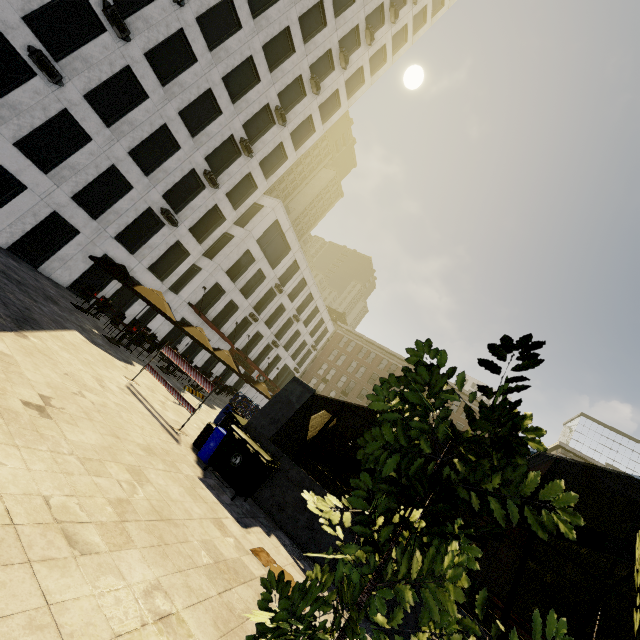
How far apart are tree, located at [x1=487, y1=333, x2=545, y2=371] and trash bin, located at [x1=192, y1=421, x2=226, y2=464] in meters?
7.7 m

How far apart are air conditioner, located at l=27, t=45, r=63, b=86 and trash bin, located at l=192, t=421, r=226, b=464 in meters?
17.1 m

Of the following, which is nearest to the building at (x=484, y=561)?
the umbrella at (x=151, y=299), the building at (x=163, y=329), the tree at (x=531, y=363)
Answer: the building at (x=163, y=329)

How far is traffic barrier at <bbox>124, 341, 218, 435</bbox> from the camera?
9.3 meters

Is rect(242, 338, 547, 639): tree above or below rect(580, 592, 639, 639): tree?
below

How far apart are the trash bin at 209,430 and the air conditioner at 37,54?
17.08m

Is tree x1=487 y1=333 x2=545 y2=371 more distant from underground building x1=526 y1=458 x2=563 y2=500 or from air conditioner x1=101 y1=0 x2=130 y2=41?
air conditioner x1=101 y1=0 x2=130 y2=41

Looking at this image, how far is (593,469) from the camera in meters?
38.4
